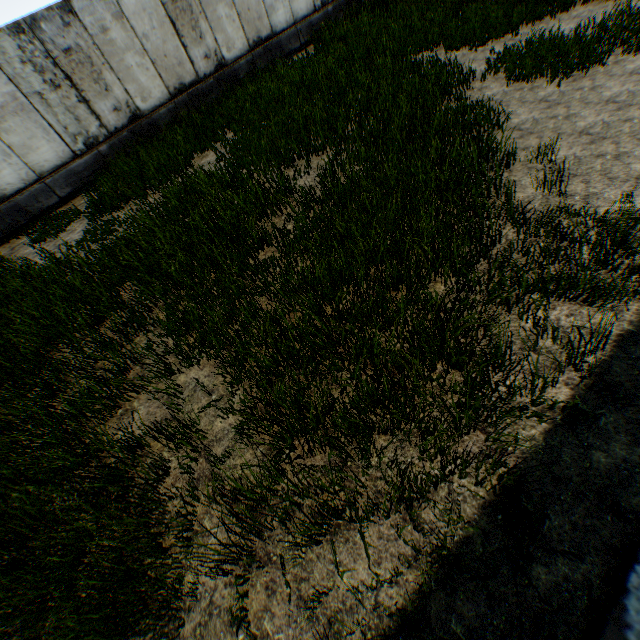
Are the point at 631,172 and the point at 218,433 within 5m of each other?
no
